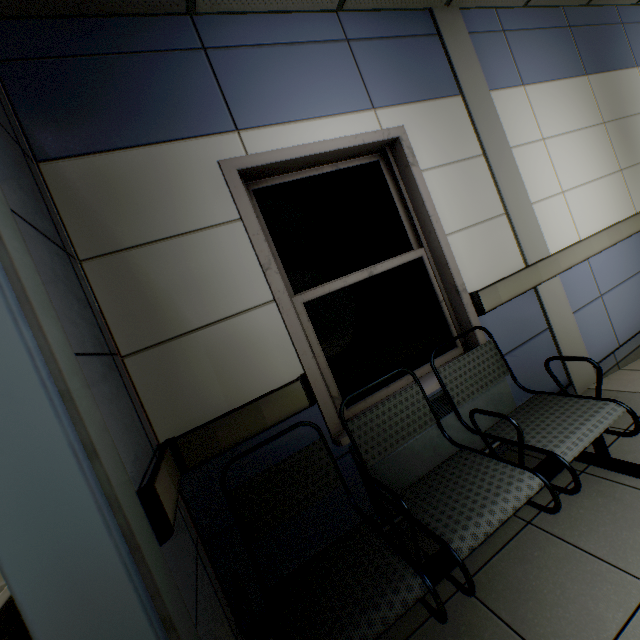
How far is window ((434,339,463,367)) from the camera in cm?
234

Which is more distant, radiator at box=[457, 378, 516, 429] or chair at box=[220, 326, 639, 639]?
radiator at box=[457, 378, 516, 429]

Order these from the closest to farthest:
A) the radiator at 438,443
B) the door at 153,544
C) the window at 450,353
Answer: the door at 153,544 < the radiator at 438,443 < the window at 450,353

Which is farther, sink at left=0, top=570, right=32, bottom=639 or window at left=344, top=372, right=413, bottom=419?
window at left=344, top=372, right=413, bottom=419

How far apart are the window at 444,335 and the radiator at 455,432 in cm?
21

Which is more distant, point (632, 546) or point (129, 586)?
point (632, 546)

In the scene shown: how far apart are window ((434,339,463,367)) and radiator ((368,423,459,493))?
0.2 meters

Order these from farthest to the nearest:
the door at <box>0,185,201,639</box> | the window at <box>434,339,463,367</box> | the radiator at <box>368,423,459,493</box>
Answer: the window at <box>434,339,463,367</box> → the radiator at <box>368,423,459,493</box> → the door at <box>0,185,201,639</box>
